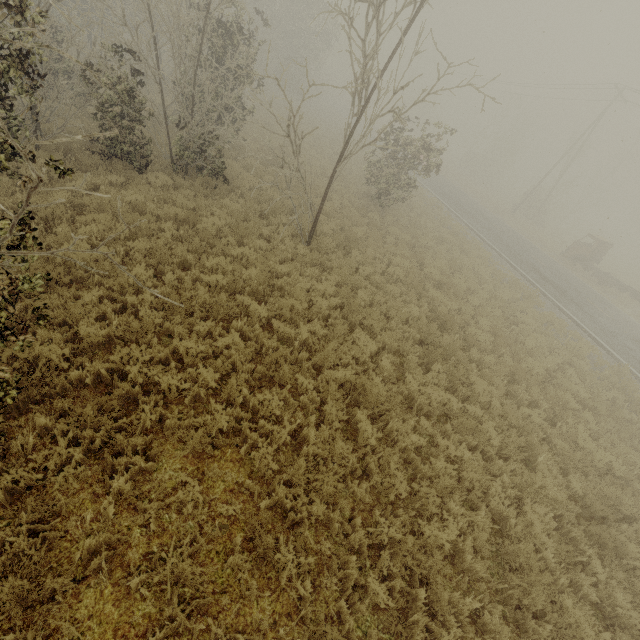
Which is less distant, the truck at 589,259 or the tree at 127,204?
the tree at 127,204

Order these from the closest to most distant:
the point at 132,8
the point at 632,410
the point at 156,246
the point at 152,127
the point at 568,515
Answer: the point at 568,515 < the point at 156,246 < the point at 632,410 < the point at 152,127 < the point at 132,8

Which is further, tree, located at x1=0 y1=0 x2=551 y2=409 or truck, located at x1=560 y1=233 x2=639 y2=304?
truck, located at x1=560 y1=233 x2=639 y2=304
